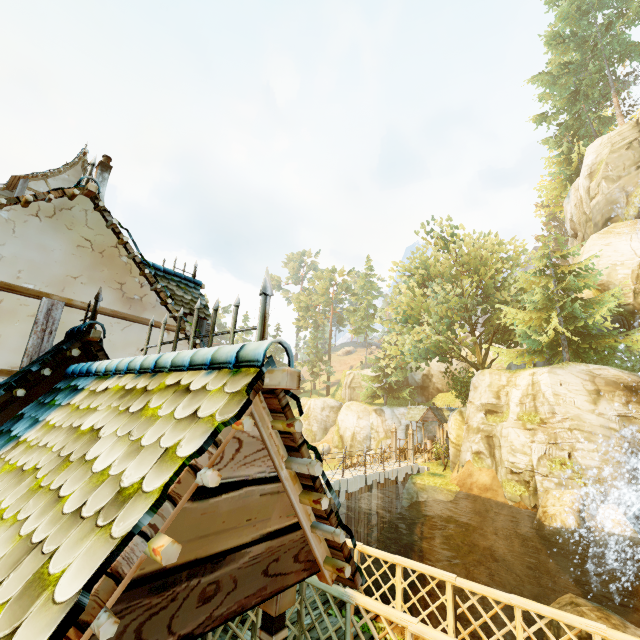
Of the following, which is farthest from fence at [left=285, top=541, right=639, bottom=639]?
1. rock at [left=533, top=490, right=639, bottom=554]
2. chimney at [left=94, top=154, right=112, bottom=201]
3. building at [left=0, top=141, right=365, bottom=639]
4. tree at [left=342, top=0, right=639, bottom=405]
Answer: chimney at [left=94, top=154, right=112, bottom=201]

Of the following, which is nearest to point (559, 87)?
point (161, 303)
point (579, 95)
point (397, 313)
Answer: point (579, 95)

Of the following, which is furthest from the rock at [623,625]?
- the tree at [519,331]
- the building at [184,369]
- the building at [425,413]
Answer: the building at [425,413]

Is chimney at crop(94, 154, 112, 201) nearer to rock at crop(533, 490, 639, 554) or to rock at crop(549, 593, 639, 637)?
rock at crop(533, 490, 639, 554)

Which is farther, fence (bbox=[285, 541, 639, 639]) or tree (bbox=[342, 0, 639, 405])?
tree (bbox=[342, 0, 639, 405])

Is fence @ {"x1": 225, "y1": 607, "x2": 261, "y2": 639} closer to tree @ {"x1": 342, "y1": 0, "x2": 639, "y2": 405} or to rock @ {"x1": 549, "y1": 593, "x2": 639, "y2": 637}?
tree @ {"x1": 342, "y1": 0, "x2": 639, "y2": 405}

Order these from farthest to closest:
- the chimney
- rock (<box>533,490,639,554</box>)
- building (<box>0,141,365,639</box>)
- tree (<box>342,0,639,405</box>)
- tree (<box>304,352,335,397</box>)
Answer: tree (<box>304,352,335,397</box>) → tree (<box>342,0,639,405</box>) → the chimney → rock (<box>533,490,639,554</box>) → building (<box>0,141,365,639</box>)

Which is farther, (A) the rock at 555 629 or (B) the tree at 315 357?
(B) the tree at 315 357
